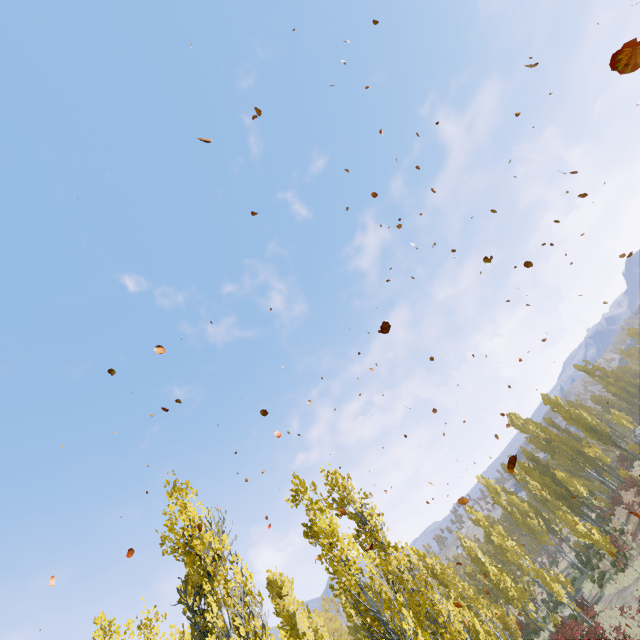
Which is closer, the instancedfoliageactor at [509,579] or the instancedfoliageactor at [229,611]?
the instancedfoliageactor at [229,611]

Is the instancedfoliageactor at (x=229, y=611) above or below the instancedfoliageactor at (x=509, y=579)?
above

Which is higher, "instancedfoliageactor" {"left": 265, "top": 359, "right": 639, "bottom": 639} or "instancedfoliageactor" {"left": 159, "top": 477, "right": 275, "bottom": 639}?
"instancedfoliageactor" {"left": 159, "top": 477, "right": 275, "bottom": 639}

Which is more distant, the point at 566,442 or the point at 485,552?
the point at 485,552

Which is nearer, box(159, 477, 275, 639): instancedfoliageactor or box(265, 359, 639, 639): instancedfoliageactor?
box(159, 477, 275, 639): instancedfoliageactor
